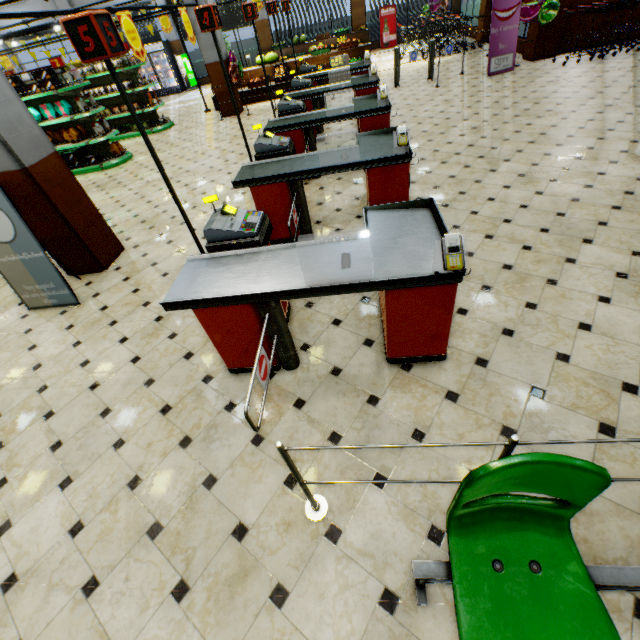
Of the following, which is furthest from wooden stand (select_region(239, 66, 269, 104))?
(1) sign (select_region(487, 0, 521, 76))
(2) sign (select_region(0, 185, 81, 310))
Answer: (2) sign (select_region(0, 185, 81, 310))

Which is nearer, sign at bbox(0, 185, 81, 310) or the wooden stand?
sign at bbox(0, 185, 81, 310)

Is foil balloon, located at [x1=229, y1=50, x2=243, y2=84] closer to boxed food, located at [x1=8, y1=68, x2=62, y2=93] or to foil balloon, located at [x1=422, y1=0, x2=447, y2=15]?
boxed food, located at [x1=8, y1=68, x2=62, y2=93]

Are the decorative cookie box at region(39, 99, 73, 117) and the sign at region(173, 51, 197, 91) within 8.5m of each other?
no

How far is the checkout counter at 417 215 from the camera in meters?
2.3

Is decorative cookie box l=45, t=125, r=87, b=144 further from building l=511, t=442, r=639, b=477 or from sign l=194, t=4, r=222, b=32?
sign l=194, t=4, r=222, b=32

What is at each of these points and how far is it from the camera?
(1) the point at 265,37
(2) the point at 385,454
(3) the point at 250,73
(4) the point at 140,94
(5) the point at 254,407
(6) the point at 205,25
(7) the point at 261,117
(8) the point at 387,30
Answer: (1) building, 17.4m
(2) building, 2.3m
(3) wooden stand, 12.6m
(4) shelf, 11.3m
(5) building, 2.8m
(6) sign, 3.4m
(7) building, 10.7m
(8) sign, 16.7m

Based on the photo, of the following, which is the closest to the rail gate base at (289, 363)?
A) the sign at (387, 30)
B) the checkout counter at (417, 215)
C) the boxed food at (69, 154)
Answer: the checkout counter at (417, 215)
